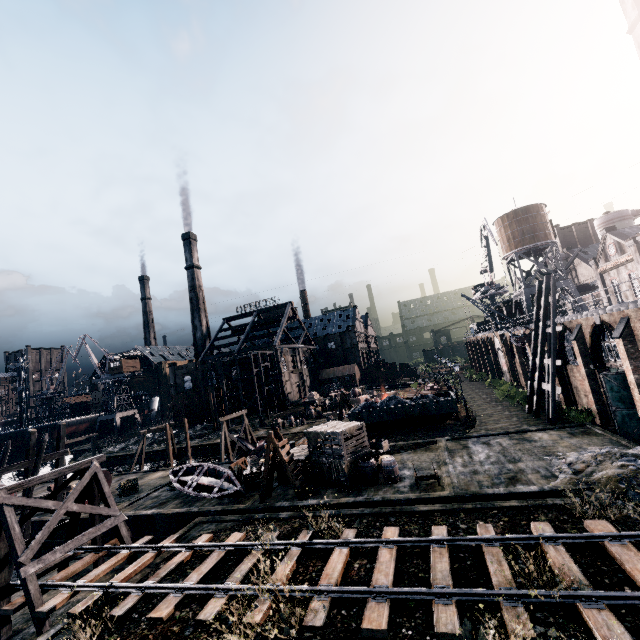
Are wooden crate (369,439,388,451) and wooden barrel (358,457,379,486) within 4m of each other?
yes

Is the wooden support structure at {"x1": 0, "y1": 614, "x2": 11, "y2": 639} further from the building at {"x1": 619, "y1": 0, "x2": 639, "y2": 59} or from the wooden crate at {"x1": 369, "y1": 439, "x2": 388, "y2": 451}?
the building at {"x1": 619, "y1": 0, "x2": 639, "y2": 59}

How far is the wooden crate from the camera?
22.33m

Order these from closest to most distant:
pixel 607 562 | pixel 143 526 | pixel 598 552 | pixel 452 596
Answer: pixel 452 596, pixel 607 562, pixel 598 552, pixel 143 526

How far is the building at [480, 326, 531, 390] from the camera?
40.5m

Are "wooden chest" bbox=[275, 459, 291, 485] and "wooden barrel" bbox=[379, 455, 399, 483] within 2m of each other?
no

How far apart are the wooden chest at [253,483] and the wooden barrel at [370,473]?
6.8m

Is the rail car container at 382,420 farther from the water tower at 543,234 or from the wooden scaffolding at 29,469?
the wooden scaffolding at 29,469
